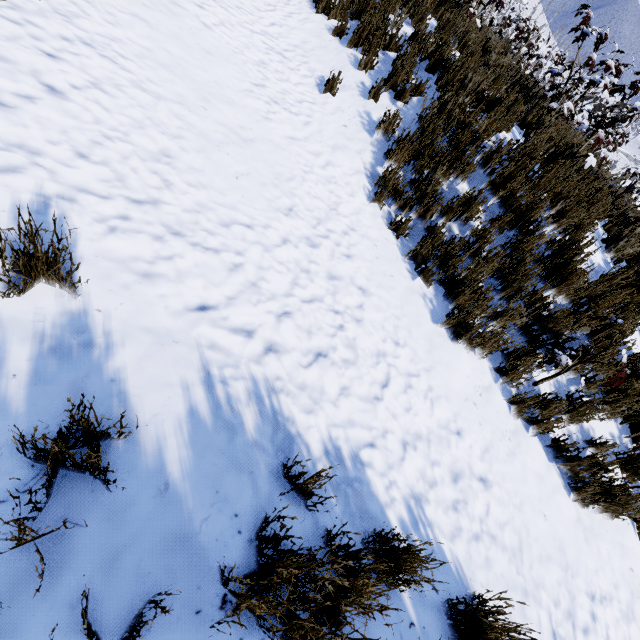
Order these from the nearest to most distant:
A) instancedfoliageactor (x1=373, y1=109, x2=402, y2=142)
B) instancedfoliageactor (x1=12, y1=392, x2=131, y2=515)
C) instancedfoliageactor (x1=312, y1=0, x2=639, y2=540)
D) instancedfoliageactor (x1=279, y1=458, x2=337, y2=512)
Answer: instancedfoliageactor (x1=12, y1=392, x2=131, y2=515) < instancedfoliageactor (x1=279, y1=458, x2=337, y2=512) < instancedfoliageactor (x1=312, y1=0, x2=639, y2=540) < instancedfoliageactor (x1=373, y1=109, x2=402, y2=142)

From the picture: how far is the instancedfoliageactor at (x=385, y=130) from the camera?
4.4m

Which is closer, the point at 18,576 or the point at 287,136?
the point at 18,576

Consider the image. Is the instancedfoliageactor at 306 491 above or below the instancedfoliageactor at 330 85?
below

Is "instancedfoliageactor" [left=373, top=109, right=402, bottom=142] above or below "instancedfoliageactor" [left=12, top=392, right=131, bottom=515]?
above

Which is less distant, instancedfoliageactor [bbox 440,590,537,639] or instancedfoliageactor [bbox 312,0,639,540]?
instancedfoliageactor [bbox 440,590,537,639]
